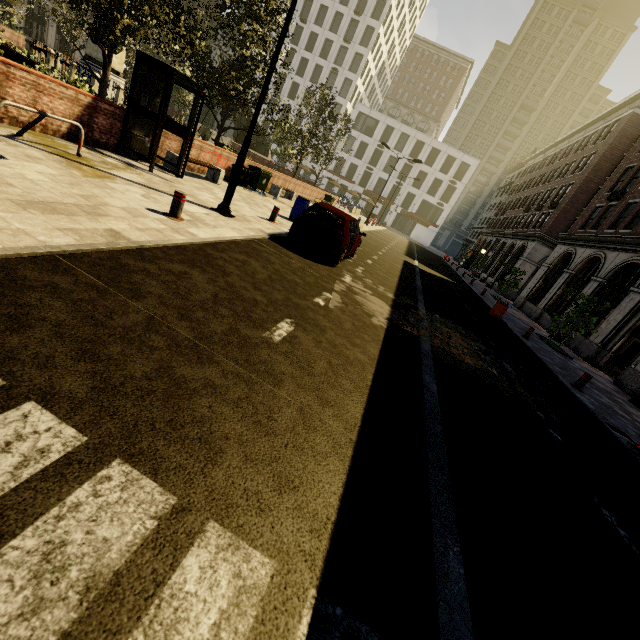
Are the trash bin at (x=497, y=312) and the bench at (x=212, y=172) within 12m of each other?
no

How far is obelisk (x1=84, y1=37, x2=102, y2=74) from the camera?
20.5 meters

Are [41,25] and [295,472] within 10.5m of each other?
no

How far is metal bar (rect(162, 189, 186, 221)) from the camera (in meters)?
6.44

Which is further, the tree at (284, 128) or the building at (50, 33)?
the building at (50, 33)

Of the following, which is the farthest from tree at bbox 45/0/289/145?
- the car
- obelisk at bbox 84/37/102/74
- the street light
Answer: the car

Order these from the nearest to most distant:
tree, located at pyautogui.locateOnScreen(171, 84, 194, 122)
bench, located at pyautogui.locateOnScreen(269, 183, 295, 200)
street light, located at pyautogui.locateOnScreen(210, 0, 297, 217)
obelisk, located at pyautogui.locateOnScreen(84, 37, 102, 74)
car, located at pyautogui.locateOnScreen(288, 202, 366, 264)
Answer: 1. street light, located at pyautogui.locateOnScreen(210, 0, 297, 217)
2. car, located at pyautogui.locateOnScreen(288, 202, 366, 264)
3. bench, located at pyautogui.locateOnScreen(269, 183, 295, 200)
4. obelisk, located at pyautogui.locateOnScreen(84, 37, 102, 74)
5. tree, located at pyautogui.locateOnScreen(171, 84, 194, 122)

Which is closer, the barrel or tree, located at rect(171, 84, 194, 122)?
the barrel
